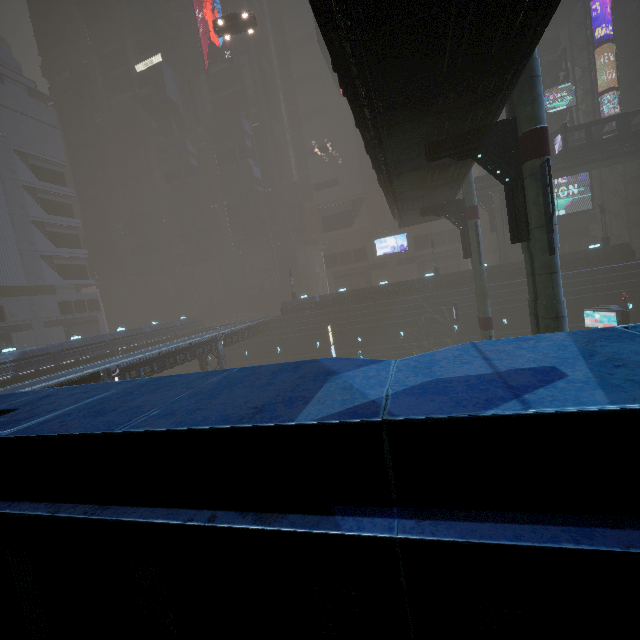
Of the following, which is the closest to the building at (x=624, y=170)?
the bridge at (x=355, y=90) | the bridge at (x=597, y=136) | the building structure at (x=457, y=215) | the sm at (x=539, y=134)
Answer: the sm at (x=539, y=134)

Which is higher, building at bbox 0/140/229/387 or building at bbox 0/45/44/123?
building at bbox 0/45/44/123

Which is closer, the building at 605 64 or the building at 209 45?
the building at 605 64

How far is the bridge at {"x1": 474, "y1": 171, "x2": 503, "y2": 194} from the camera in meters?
37.3 m

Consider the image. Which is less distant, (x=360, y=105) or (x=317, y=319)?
(x=360, y=105)

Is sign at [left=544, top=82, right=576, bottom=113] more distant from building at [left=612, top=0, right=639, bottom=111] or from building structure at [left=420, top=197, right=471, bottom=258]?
building structure at [left=420, top=197, right=471, bottom=258]

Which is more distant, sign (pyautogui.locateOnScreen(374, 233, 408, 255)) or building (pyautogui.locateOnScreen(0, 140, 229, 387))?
sign (pyautogui.locateOnScreen(374, 233, 408, 255))

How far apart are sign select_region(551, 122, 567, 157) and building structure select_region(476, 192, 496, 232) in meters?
6.6 m
